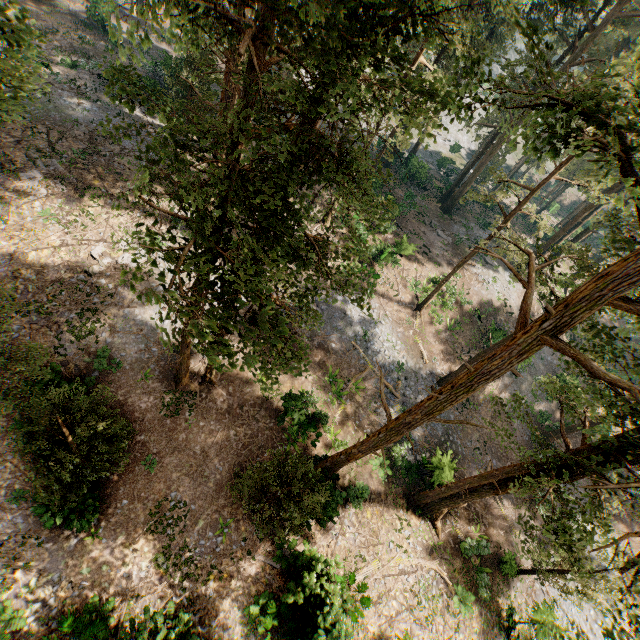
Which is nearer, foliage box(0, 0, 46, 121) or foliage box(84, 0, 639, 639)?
foliage box(84, 0, 639, 639)

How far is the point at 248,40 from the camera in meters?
4.8 m

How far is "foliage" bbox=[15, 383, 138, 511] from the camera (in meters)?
10.30

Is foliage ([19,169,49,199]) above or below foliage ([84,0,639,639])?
below

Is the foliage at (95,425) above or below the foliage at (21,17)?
below

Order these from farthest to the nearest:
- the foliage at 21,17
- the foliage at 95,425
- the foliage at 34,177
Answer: the foliage at 34,177
the foliage at 95,425
the foliage at 21,17

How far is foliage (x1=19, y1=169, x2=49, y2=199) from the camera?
18.86m

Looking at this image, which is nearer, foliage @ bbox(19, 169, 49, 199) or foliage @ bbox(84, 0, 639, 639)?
foliage @ bbox(84, 0, 639, 639)
